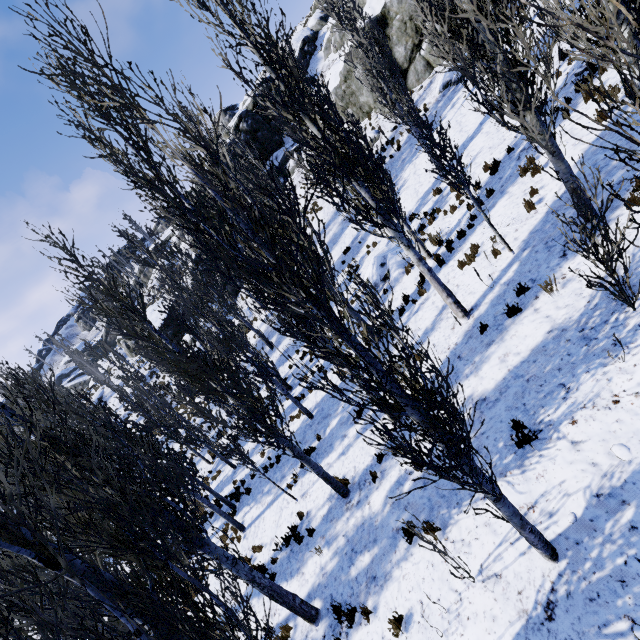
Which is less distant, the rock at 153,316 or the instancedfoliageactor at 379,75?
the instancedfoliageactor at 379,75

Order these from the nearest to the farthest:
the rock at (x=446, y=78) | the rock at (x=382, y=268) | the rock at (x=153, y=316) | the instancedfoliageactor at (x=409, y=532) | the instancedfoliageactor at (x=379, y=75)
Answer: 1. the instancedfoliageactor at (x=409, y=532)
2. the instancedfoliageactor at (x=379, y=75)
3. the rock at (x=382, y=268)
4. the rock at (x=446, y=78)
5. the rock at (x=153, y=316)

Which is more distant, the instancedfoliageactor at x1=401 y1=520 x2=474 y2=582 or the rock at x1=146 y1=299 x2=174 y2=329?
the rock at x1=146 y1=299 x2=174 y2=329

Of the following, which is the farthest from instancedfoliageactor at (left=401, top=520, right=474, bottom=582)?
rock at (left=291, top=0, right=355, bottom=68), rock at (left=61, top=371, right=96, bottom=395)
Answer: rock at (left=61, top=371, right=96, bottom=395)

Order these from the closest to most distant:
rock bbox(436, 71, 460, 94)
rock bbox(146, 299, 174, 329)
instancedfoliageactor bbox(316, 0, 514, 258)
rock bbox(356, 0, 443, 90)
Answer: instancedfoliageactor bbox(316, 0, 514, 258) → rock bbox(436, 71, 460, 94) → rock bbox(356, 0, 443, 90) → rock bbox(146, 299, 174, 329)

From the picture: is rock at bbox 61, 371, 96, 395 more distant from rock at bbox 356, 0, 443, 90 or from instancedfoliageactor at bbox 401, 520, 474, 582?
rock at bbox 356, 0, 443, 90

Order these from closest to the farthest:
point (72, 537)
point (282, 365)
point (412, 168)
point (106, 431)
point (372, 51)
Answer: point (72, 537), point (106, 431), point (372, 51), point (412, 168), point (282, 365)
